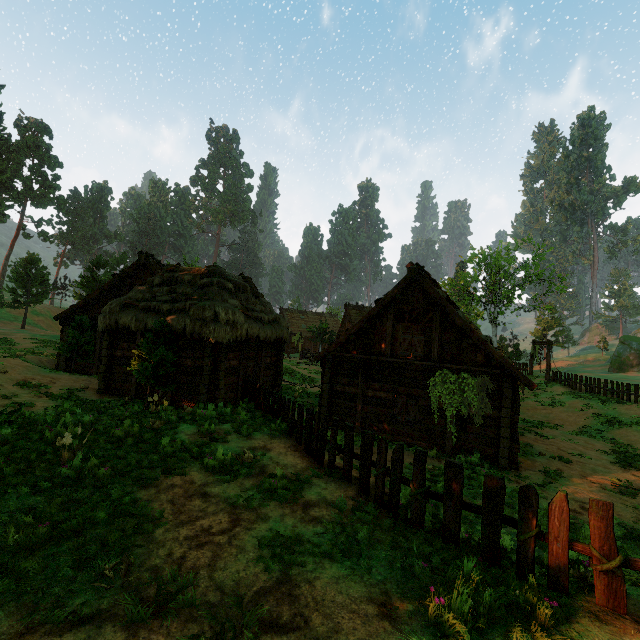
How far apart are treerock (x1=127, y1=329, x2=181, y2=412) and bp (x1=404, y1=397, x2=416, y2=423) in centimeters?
1013cm

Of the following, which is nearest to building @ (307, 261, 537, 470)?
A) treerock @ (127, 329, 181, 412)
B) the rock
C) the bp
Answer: the bp

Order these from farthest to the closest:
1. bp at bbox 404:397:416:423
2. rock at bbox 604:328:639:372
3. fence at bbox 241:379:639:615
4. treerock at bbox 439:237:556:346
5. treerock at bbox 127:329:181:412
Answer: rock at bbox 604:328:639:372, treerock at bbox 439:237:556:346, bp at bbox 404:397:416:423, treerock at bbox 127:329:181:412, fence at bbox 241:379:639:615

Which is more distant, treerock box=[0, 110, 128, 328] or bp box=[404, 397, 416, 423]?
treerock box=[0, 110, 128, 328]

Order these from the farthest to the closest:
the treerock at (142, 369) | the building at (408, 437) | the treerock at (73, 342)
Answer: the treerock at (73, 342) → the building at (408, 437) → the treerock at (142, 369)

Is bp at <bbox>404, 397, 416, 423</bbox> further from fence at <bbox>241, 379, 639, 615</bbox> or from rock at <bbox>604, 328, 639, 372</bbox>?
rock at <bbox>604, 328, 639, 372</bbox>

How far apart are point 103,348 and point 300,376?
15.4m

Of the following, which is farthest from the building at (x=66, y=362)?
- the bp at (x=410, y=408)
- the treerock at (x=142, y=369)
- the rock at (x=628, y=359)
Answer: the rock at (x=628, y=359)
